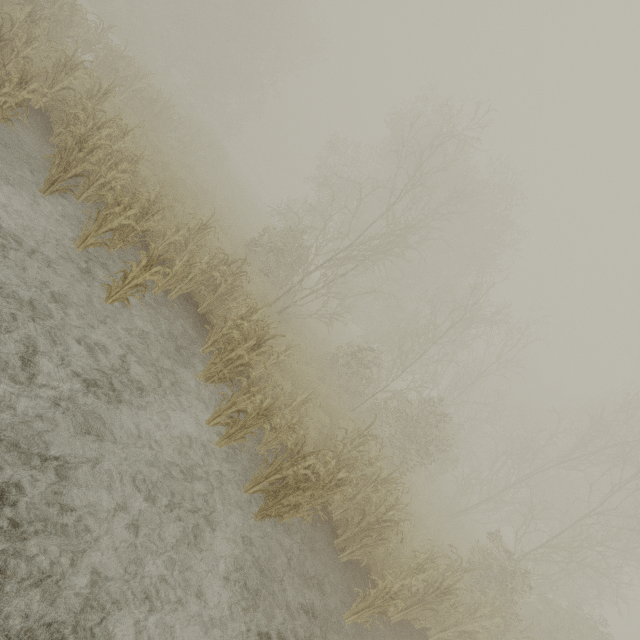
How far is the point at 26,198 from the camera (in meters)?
5.88
